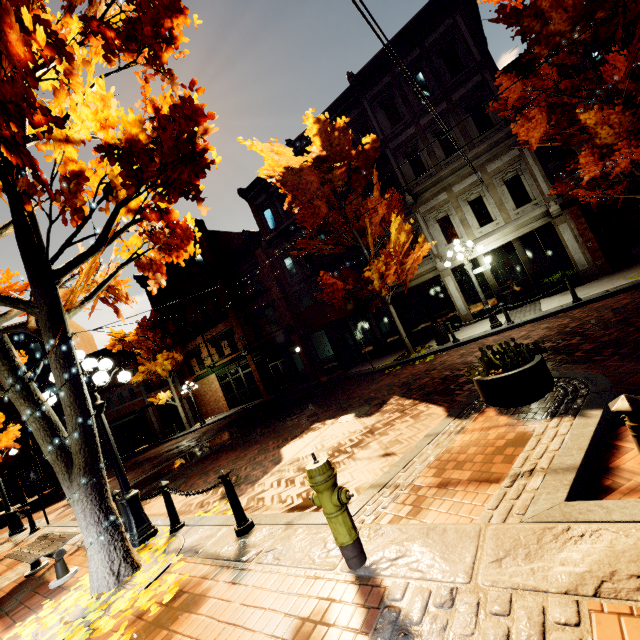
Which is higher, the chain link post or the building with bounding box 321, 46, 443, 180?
the building with bounding box 321, 46, 443, 180

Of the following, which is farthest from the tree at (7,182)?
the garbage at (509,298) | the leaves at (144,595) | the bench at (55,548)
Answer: the garbage at (509,298)

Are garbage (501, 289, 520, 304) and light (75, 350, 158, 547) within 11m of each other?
no

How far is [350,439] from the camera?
6.92m

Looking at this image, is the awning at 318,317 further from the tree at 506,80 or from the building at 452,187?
the tree at 506,80

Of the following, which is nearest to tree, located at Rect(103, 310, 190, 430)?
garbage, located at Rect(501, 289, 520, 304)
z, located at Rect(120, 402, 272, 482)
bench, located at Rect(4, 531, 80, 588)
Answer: z, located at Rect(120, 402, 272, 482)

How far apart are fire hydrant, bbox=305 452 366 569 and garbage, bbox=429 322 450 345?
11.1m

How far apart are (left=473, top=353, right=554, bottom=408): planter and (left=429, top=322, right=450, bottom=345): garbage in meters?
7.8 m
